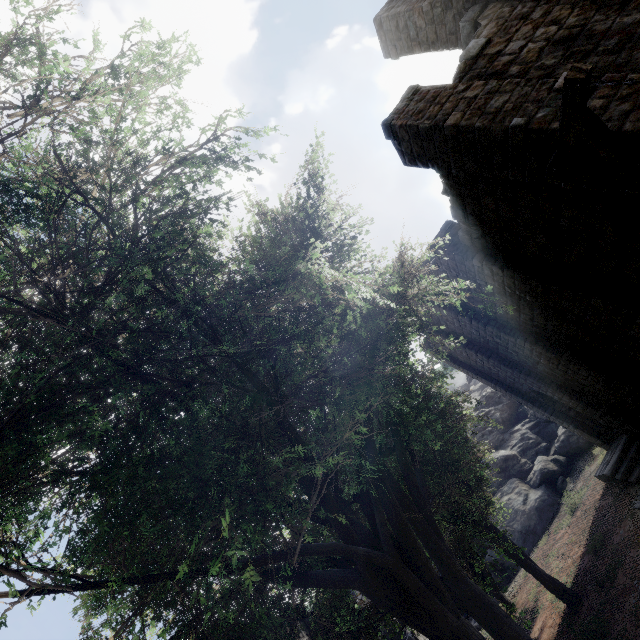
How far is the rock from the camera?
28.1 meters

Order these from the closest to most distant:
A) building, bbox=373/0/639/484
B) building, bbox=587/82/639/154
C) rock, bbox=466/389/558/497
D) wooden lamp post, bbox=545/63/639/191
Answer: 1. wooden lamp post, bbox=545/63/639/191
2. building, bbox=587/82/639/154
3. building, bbox=373/0/639/484
4. rock, bbox=466/389/558/497

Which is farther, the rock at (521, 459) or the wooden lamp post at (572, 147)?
the rock at (521, 459)

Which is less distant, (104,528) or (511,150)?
(104,528)

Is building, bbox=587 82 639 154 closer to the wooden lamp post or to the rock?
the rock

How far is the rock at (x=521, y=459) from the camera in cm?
2806
